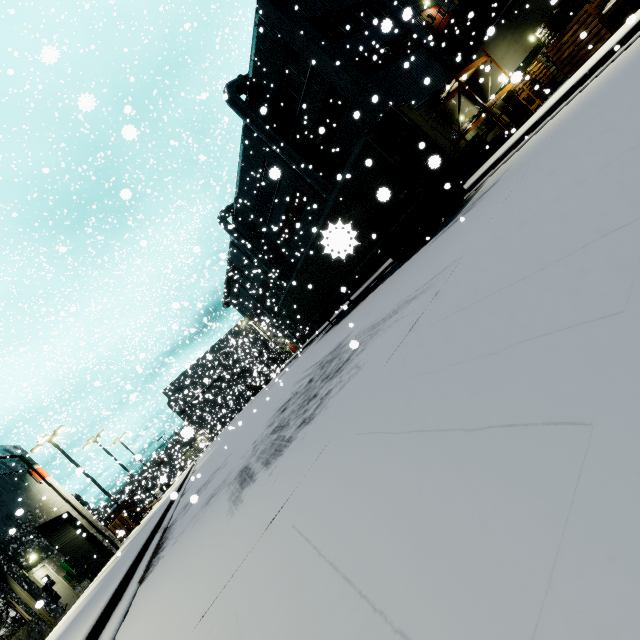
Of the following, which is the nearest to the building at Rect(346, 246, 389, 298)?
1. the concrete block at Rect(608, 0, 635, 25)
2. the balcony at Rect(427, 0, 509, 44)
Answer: the balcony at Rect(427, 0, 509, 44)

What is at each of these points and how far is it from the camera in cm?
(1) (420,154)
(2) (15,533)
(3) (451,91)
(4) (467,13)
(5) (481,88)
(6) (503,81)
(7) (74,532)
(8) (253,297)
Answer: (1) semi trailer door, 1002
(2) building, 1670
(3) shelf, 1875
(4) balcony, 2183
(5) building, 2044
(6) building, 1955
(7) roll-up door, 2177
(8) building, 4538

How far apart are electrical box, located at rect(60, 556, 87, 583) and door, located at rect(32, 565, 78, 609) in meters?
0.1

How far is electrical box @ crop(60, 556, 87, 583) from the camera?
16.9m

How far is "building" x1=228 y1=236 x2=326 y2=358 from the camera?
37.8 meters

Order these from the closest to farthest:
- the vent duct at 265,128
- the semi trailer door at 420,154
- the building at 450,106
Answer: the semi trailer door at 420,154 → the building at 450,106 → the vent duct at 265,128

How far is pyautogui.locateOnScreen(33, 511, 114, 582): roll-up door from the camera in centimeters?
1911cm

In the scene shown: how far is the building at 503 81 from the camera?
16.01m
